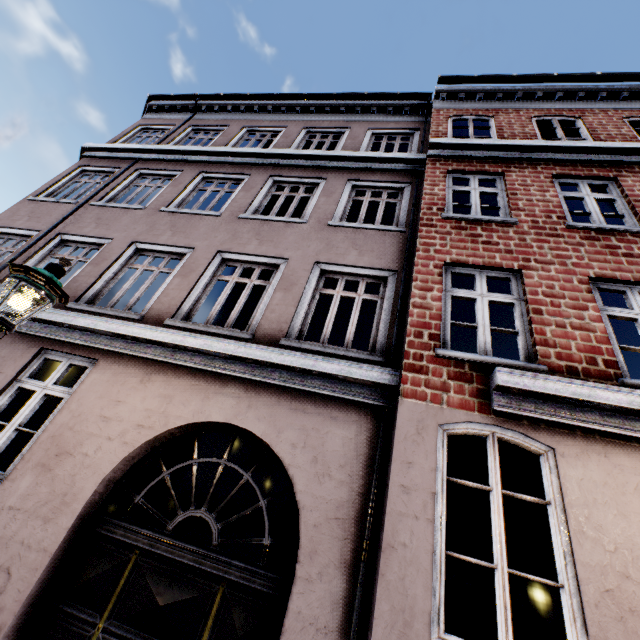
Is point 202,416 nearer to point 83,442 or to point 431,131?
point 83,442

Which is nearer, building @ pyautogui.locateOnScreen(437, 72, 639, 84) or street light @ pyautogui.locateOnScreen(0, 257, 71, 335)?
street light @ pyautogui.locateOnScreen(0, 257, 71, 335)

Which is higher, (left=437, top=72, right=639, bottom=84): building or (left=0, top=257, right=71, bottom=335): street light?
(left=437, top=72, right=639, bottom=84): building

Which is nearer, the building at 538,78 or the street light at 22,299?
the street light at 22,299

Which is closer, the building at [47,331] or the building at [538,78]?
the building at [47,331]

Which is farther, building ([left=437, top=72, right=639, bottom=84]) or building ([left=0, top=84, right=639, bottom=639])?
building ([left=437, top=72, right=639, bottom=84])

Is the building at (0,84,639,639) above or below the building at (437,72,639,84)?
below
